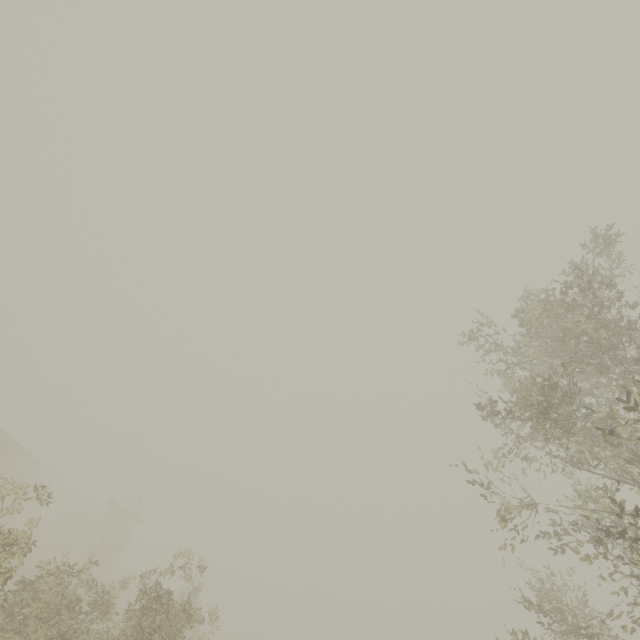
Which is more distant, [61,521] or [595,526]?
[61,521]
